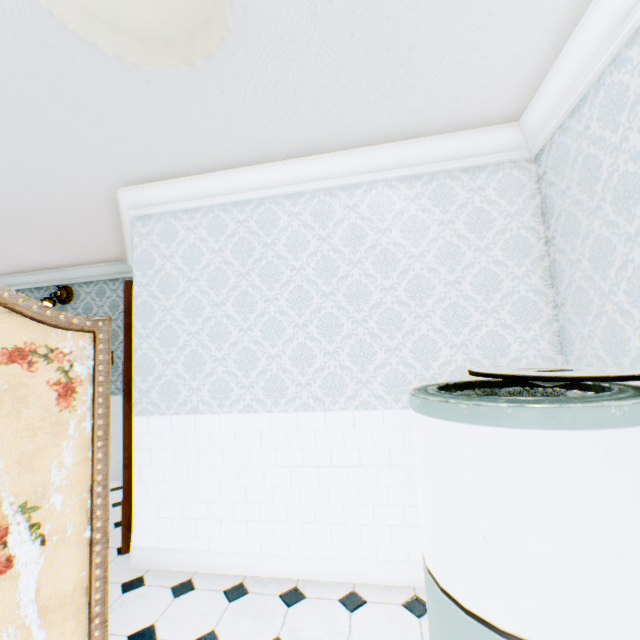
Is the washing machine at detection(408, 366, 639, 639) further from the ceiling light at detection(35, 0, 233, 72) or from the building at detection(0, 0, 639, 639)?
the ceiling light at detection(35, 0, 233, 72)

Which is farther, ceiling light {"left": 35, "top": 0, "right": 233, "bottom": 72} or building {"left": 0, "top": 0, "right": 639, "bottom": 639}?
building {"left": 0, "top": 0, "right": 639, "bottom": 639}

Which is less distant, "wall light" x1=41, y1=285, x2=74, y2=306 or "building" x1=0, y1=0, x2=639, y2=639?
"building" x1=0, y1=0, x2=639, y2=639

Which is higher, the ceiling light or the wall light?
the wall light

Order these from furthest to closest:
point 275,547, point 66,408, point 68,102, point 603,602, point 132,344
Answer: point 132,344 → point 275,547 → point 68,102 → point 66,408 → point 603,602

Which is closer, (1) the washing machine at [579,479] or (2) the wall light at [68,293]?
(1) the washing machine at [579,479]

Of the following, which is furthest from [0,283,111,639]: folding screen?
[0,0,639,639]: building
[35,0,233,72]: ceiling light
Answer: [35,0,233,72]: ceiling light

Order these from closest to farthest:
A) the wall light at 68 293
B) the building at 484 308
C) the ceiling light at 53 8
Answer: the ceiling light at 53 8
the building at 484 308
the wall light at 68 293
